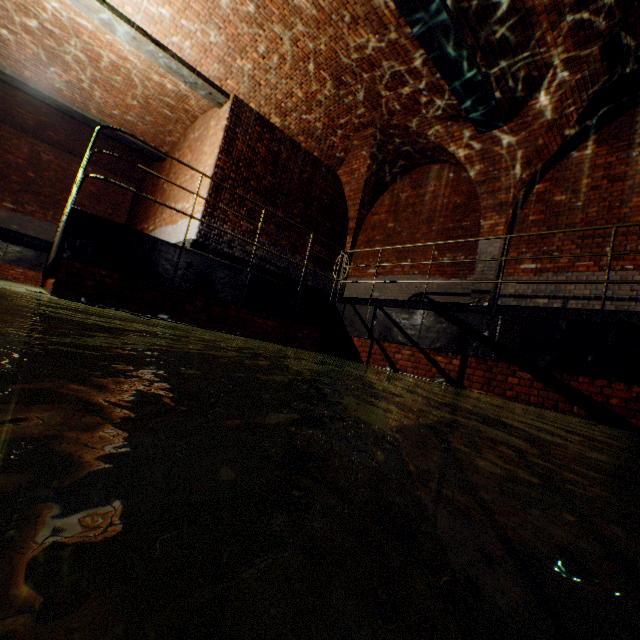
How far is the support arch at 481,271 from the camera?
7.1m

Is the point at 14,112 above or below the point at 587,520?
above

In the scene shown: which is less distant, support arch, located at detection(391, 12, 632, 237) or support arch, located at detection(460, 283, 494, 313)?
support arch, located at detection(391, 12, 632, 237)

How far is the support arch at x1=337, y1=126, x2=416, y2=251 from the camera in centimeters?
880cm

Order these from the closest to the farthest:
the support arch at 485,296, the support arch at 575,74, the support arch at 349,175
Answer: the support arch at 575,74 < the support arch at 485,296 < the support arch at 349,175

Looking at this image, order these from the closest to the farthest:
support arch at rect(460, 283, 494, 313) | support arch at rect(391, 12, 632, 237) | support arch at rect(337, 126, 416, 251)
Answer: support arch at rect(391, 12, 632, 237) < support arch at rect(460, 283, 494, 313) < support arch at rect(337, 126, 416, 251)

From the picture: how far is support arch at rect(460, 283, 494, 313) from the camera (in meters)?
7.01

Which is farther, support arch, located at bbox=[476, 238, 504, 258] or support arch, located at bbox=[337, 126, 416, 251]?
support arch, located at bbox=[337, 126, 416, 251]
